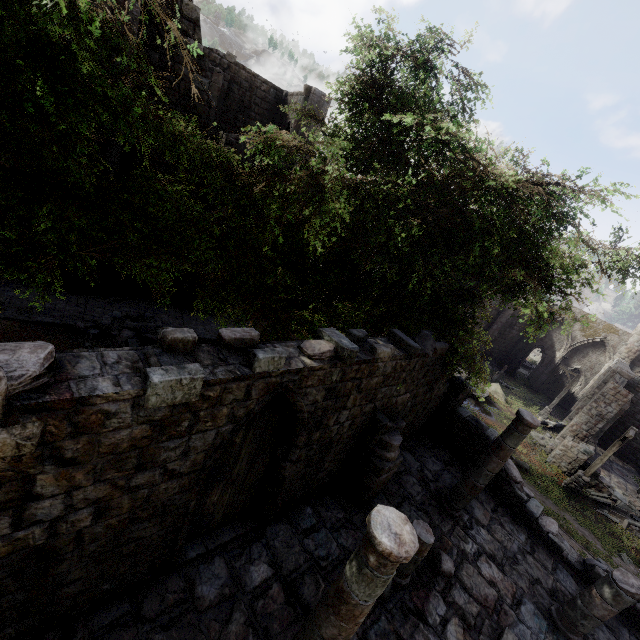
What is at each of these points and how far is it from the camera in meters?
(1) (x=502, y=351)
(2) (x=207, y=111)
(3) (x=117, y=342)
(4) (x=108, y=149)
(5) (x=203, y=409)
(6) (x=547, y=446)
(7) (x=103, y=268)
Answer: (1) building, 37.6
(2) building, 13.6
(3) rubble, 12.8
(4) building, 12.6
(5) building, 4.1
(6) rubble, 21.2
(7) building, 15.0

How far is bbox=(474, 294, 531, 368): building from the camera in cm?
3441

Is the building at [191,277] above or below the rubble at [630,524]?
above

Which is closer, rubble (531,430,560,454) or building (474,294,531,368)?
rubble (531,430,560,454)

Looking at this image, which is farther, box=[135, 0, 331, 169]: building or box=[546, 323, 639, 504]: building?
box=[546, 323, 639, 504]: building

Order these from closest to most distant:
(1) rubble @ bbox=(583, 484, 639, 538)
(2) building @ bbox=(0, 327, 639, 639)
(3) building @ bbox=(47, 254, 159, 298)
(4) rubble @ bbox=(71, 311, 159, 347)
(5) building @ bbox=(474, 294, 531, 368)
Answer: (2) building @ bbox=(0, 327, 639, 639) → (4) rubble @ bbox=(71, 311, 159, 347) → (3) building @ bbox=(47, 254, 159, 298) → (1) rubble @ bbox=(583, 484, 639, 538) → (5) building @ bbox=(474, 294, 531, 368)

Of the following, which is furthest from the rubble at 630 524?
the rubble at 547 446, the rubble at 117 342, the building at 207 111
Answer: the rubble at 117 342

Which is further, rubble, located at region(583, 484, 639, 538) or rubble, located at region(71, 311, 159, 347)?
rubble, located at region(583, 484, 639, 538)
